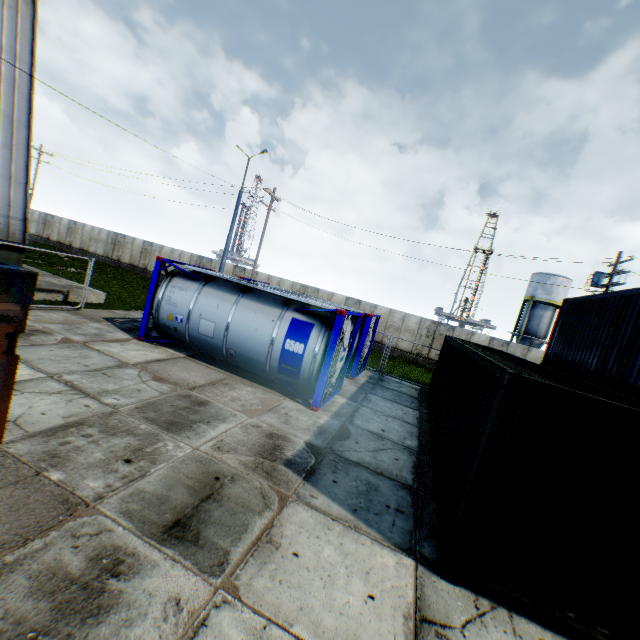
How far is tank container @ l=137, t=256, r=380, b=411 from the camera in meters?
9.3

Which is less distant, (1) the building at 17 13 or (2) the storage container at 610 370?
(2) the storage container at 610 370

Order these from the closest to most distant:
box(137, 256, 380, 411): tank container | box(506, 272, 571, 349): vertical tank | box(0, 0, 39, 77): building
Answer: box(137, 256, 380, 411): tank container < box(0, 0, 39, 77): building < box(506, 272, 571, 349): vertical tank

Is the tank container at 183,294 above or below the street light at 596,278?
below

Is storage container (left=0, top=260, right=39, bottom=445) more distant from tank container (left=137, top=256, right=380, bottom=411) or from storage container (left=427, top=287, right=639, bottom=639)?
tank container (left=137, top=256, right=380, bottom=411)

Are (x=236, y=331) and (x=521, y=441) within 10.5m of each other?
yes

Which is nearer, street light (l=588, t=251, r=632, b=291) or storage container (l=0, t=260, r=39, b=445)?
storage container (l=0, t=260, r=39, b=445)

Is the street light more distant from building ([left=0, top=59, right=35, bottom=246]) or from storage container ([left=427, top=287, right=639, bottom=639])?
building ([left=0, top=59, right=35, bottom=246])
